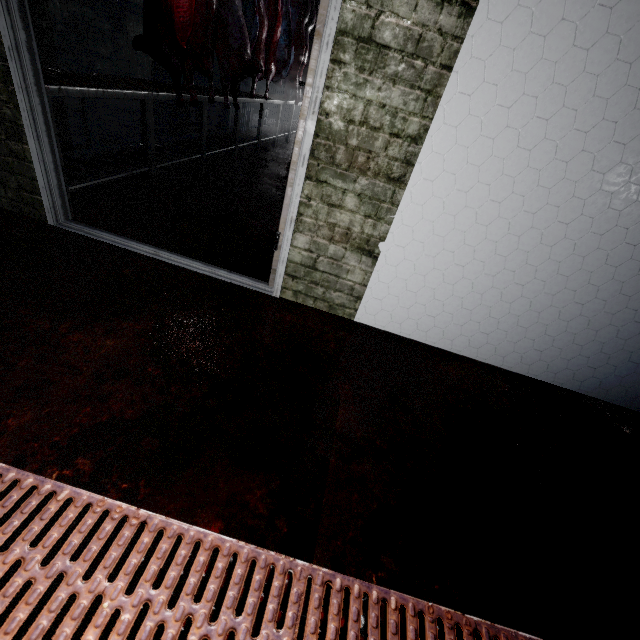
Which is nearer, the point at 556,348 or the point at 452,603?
the point at 452,603

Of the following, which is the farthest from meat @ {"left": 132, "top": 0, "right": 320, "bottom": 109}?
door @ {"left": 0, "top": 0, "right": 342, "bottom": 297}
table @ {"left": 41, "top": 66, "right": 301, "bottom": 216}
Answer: door @ {"left": 0, "top": 0, "right": 342, "bottom": 297}

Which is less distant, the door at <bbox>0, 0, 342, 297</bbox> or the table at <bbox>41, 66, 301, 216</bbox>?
the door at <bbox>0, 0, 342, 297</bbox>

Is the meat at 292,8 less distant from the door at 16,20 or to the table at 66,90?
the table at 66,90

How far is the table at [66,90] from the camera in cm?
222

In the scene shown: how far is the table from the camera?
2.22m

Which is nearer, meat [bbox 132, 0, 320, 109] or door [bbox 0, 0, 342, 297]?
door [bbox 0, 0, 342, 297]
